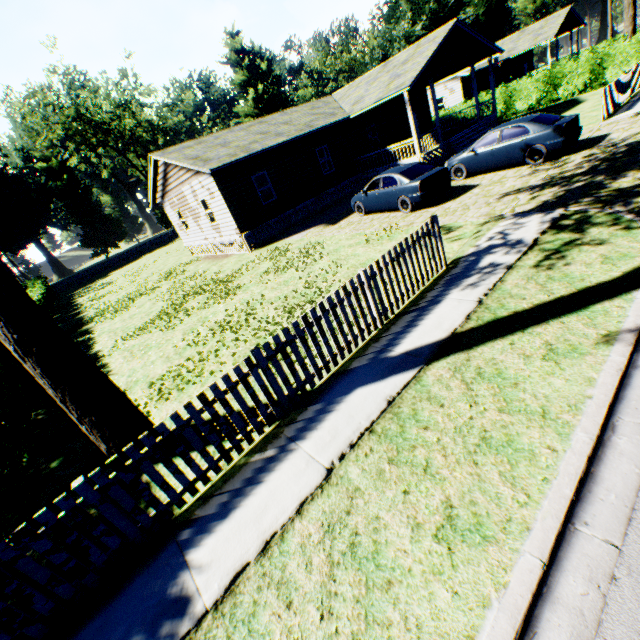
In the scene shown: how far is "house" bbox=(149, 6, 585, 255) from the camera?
17.35m

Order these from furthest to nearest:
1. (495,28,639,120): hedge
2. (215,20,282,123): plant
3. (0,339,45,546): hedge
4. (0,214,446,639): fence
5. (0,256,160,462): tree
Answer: (215,20,282,123): plant
(495,28,639,120): hedge
(0,339,45,546): hedge
(0,256,160,462): tree
(0,214,446,639): fence

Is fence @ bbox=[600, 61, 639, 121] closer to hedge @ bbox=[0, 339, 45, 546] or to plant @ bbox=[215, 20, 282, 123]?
plant @ bbox=[215, 20, 282, 123]

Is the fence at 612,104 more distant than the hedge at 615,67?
No

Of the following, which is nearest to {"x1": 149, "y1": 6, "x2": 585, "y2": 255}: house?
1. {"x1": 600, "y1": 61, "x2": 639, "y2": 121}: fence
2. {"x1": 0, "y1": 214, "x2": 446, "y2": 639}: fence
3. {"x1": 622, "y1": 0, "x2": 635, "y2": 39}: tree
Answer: {"x1": 600, "y1": 61, "x2": 639, "y2": 121}: fence

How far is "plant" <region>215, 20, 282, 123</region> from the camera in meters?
51.5

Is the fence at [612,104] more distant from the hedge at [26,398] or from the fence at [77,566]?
the hedge at [26,398]

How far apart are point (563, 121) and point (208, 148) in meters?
16.5
